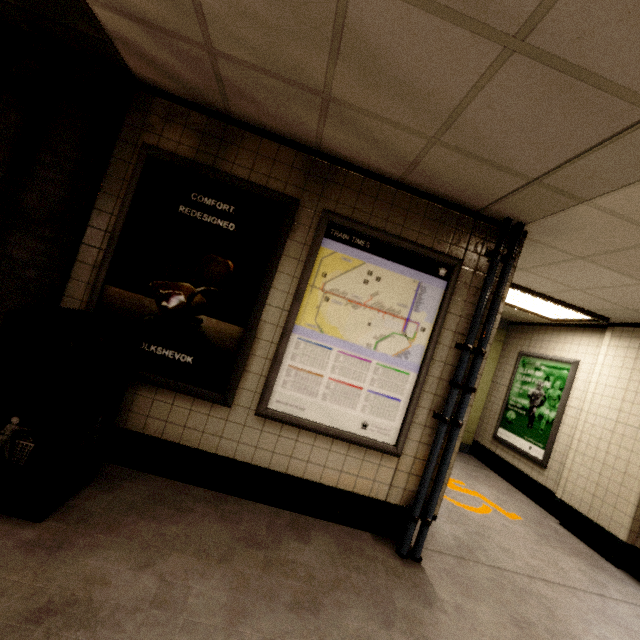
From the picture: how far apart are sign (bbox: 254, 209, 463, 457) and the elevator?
3.8 meters

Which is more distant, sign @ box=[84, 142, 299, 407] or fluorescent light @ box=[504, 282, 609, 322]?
fluorescent light @ box=[504, 282, 609, 322]

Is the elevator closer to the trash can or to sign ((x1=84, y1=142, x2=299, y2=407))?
sign ((x1=84, y1=142, x2=299, y2=407))

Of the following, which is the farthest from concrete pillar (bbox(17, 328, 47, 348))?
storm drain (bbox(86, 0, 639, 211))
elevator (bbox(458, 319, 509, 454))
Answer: elevator (bbox(458, 319, 509, 454))

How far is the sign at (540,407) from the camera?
5.10m

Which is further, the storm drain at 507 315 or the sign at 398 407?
the storm drain at 507 315

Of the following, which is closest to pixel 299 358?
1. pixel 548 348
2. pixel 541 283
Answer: pixel 541 283

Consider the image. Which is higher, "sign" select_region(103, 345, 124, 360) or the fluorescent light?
the fluorescent light
